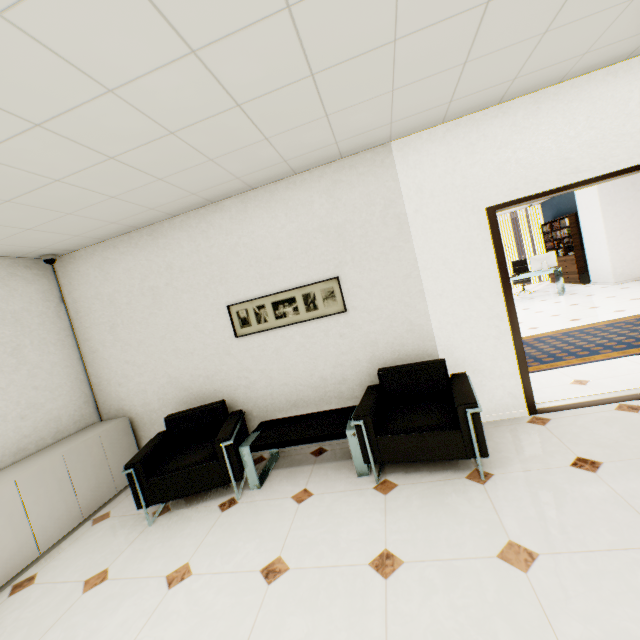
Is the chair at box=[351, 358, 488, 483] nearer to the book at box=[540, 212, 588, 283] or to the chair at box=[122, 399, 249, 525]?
the chair at box=[122, 399, 249, 525]

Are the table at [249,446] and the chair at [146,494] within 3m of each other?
yes

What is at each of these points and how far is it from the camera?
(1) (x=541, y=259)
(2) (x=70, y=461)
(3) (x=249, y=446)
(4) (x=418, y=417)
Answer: (1) monitor, 9.3 meters
(2) cupboard, 3.3 meters
(3) table, 3.1 meters
(4) chair, 2.8 meters

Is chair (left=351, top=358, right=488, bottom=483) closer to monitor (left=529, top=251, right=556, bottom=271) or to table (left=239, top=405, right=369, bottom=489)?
table (left=239, top=405, right=369, bottom=489)

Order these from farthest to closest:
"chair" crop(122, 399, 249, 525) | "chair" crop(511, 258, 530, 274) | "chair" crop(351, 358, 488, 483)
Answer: "chair" crop(511, 258, 530, 274), "chair" crop(122, 399, 249, 525), "chair" crop(351, 358, 488, 483)

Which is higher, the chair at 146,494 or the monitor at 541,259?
the monitor at 541,259

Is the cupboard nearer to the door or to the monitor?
the door

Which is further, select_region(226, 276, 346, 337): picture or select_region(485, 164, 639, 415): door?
select_region(226, 276, 346, 337): picture
